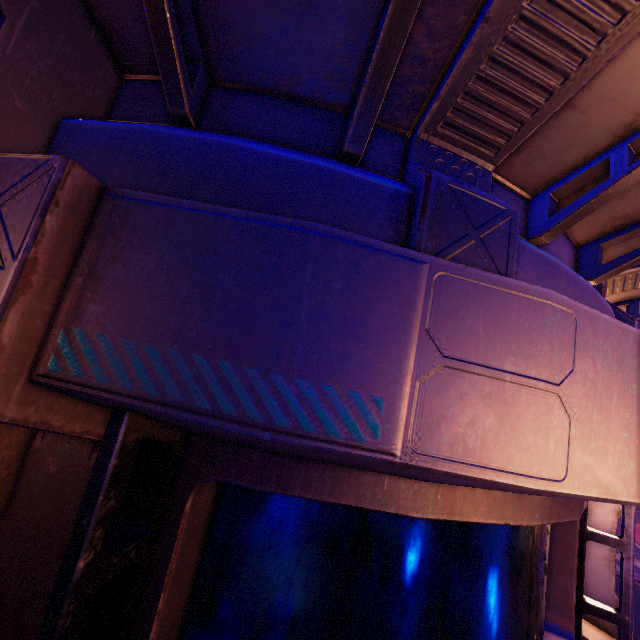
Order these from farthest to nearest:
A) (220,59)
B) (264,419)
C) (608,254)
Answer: (608,254) < (220,59) < (264,419)
